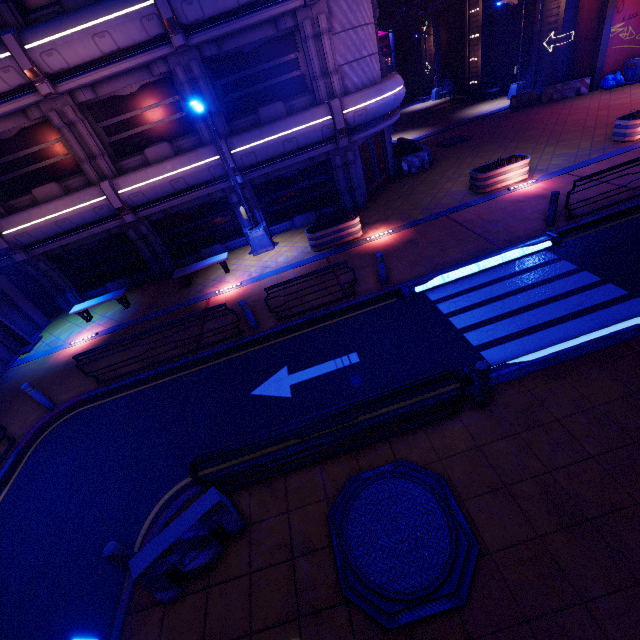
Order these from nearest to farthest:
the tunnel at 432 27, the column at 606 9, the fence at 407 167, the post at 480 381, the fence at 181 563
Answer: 1. the fence at 181 563
2. the post at 480 381
3. the fence at 407 167
4. the column at 606 9
5. the tunnel at 432 27

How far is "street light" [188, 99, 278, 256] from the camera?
11.3 meters

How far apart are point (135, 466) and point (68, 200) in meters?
11.6

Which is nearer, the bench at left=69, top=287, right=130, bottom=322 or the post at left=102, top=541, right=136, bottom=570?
the post at left=102, top=541, right=136, bottom=570

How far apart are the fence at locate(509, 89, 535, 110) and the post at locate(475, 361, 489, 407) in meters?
25.3 m

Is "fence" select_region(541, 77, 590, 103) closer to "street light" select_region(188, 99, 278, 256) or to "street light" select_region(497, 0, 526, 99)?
"street light" select_region(497, 0, 526, 99)

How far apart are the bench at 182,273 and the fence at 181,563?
10.2m

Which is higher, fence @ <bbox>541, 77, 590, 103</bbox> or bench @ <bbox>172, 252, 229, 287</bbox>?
bench @ <bbox>172, 252, 229, 287</bbox>
